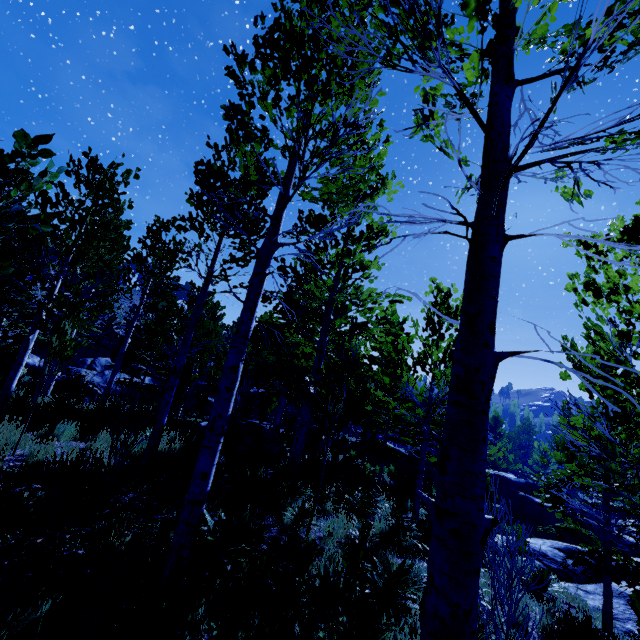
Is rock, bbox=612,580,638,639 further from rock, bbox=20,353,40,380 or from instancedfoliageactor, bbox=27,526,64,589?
→ rock, bbox=20,353,40,380

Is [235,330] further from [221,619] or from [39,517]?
[221,619]

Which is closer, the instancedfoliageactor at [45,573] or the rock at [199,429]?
the instancedfoliageactor at [45,573]

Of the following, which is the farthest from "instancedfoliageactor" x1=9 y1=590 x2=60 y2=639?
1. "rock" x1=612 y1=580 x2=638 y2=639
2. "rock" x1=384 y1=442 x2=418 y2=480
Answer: "rock" x1=384 y1=442 x2=418 y2=480

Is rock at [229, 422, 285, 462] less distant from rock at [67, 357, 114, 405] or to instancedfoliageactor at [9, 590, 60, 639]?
instancedfoliageactor at [9, 590, 60, 639]

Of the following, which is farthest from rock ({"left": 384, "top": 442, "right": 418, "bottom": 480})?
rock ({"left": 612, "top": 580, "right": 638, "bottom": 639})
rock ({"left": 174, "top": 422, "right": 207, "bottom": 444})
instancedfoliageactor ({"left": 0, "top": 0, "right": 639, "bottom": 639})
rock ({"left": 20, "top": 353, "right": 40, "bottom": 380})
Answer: rock ({"left": 20, "top": 353, "right": 40, "bottom": 380})

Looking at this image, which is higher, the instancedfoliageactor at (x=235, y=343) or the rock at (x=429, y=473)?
the instancedfoliageactor at (x=235, y=343)

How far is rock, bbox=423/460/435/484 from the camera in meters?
19.2
